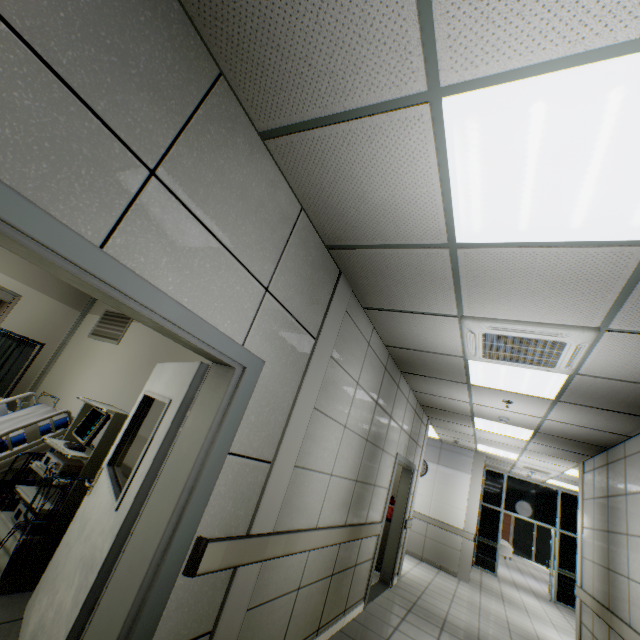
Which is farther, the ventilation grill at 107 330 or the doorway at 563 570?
the doorway at 563 570

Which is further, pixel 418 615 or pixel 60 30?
pixel 418 615

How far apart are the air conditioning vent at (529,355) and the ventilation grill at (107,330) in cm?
443

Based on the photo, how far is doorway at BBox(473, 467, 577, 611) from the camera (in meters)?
10.05

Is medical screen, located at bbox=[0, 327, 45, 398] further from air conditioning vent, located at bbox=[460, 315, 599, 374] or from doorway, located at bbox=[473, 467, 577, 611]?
doorway, located at bbox=[473, 467, 577, 611]

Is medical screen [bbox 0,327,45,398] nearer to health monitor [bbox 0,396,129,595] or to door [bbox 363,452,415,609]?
health monitor [bbox 0,396,129,595]

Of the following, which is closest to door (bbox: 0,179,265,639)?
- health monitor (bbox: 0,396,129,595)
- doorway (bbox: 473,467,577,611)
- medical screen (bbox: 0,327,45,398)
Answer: health monitor (bbox: 0,396,129,595)

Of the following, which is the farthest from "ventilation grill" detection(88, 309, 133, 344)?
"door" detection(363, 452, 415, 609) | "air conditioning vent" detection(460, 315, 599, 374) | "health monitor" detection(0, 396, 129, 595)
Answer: "air conditioning vent" detection(460, 315, 599, 374)
